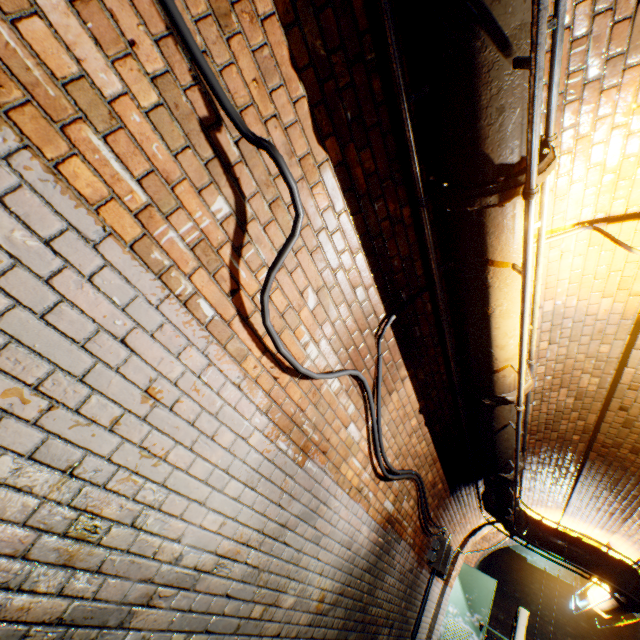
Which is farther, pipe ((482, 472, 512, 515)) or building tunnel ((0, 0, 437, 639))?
pipe ((482, 472, 512, 515))

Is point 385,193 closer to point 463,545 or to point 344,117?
point 344,117

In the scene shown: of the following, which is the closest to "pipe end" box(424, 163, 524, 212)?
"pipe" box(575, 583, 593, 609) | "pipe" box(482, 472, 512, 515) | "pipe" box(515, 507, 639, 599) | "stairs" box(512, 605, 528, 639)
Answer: "pipe" box(575, 583, 593, 609)

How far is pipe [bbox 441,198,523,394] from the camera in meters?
1.7 m

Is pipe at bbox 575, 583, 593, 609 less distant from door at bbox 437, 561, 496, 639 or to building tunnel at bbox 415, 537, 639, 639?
building tunnel at bbox 415, 537, 639, 639

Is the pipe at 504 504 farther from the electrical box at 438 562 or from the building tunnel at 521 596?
the electrical box at 438 562

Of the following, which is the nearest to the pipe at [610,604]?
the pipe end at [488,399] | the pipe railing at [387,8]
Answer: the pipe railing at [387,8]

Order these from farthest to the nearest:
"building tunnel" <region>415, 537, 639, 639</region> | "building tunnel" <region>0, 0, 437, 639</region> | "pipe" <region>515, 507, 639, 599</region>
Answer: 1. "building tunnel" <region>415, 537, 639, 639</region>
2. "pipe" <region>515, 507, 639, 599</region>
3. "building tunnel" <region>0, 0, 437, 639</region>
